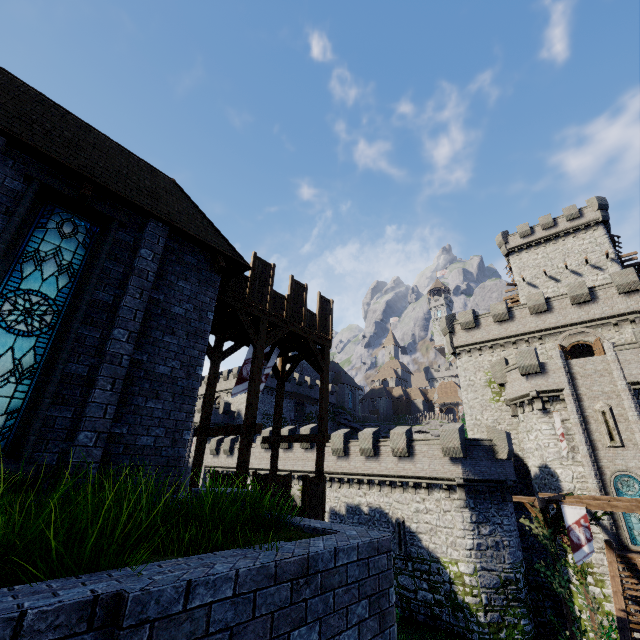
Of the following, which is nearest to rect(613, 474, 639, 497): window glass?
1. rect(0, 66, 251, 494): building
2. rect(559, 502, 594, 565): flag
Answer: rect(559, 502, 594, 565): flag

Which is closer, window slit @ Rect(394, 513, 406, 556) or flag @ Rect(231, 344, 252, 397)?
flag @ Rect(231, 344, 252, 397)

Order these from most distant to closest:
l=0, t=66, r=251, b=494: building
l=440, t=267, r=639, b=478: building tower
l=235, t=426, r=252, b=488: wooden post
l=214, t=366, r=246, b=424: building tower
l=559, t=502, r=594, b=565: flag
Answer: l=214, t=366, r=246, b=424: building tower → l=440, t=267, r=639, b=478: building tower → l=559, t=502, r=594, b=565: flag → l=235, t=426, r=252, b=488: wooden post → l=0, t=66, r=251, b=494: building

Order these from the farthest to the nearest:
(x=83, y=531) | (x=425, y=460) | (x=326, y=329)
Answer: (x=425, y=460), (x=326, y=329), (x=83, y=531)

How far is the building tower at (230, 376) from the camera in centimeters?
5062cm

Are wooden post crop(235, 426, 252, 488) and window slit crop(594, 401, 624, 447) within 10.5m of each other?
no

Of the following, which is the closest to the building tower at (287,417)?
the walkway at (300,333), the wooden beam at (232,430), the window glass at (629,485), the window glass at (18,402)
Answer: the walkway at (300,333)

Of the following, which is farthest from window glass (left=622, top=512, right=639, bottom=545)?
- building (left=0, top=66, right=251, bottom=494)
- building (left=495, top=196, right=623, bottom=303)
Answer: building (left=0, top=66, right=251, bottom=494)
